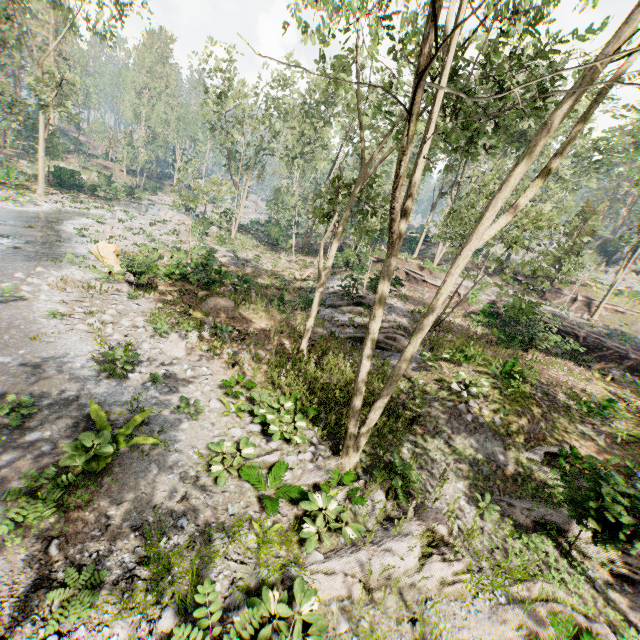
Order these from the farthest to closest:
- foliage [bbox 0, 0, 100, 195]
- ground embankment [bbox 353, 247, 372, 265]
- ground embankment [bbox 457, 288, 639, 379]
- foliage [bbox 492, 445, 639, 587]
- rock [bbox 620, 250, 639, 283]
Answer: rock [bbox 620, 250, 639, 283], ground embankment [bbox 353, 247, 372, 265], foliage [bbox 0, 0, 100, 195], ground embankment [bbox 457, 288, 639, 379], foliage [bbox 492, 445, 639, 587]

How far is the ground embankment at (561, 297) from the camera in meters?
31.2

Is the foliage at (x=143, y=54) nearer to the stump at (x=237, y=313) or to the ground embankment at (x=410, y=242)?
the ground embankment at (x=410, y=242)

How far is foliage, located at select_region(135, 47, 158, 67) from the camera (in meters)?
51.84

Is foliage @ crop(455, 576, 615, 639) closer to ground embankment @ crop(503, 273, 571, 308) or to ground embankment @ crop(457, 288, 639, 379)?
ground embankment @ crop(503, 273, 571, 308)

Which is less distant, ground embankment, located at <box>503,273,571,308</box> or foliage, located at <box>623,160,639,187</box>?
foliage, located at <box>623,160,639,187</box>

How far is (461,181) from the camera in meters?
32.1 m

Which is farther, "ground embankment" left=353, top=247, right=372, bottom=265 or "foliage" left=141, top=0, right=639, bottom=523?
"ground embankment" left=353, top=247, right=372, bottom=265
